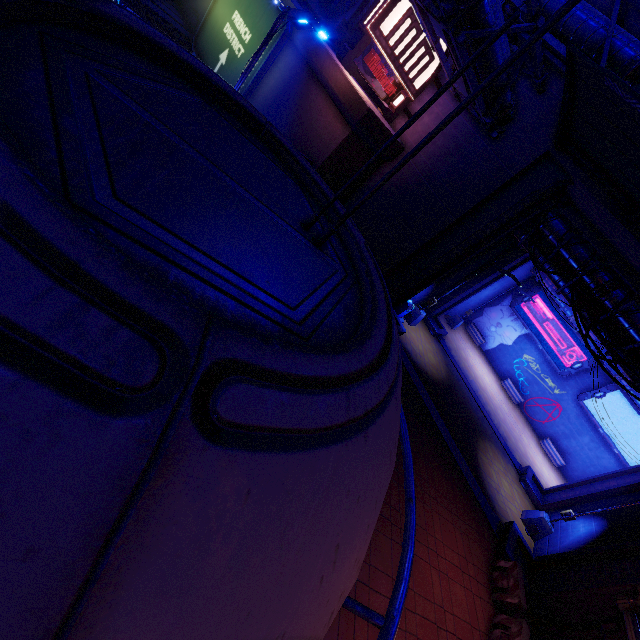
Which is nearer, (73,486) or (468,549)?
(73,486)

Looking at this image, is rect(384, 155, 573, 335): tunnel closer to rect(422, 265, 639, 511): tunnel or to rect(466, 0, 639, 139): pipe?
rect(466, 0, 639, 139): pipe

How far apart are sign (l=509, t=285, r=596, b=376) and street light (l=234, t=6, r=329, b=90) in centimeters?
2788cm

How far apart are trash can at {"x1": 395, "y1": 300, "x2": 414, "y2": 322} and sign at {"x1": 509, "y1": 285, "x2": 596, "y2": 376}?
16.4m

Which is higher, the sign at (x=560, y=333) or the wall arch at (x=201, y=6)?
the sign at (x=560, y=333)

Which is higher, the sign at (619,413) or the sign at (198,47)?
the sign at (619,413)

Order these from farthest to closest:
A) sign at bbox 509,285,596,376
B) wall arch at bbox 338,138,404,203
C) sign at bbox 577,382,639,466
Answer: sign at bbox 509,285,596,376 → sign at bbox 577,382,639,466 → wall arch at bbox 338,138,404,203

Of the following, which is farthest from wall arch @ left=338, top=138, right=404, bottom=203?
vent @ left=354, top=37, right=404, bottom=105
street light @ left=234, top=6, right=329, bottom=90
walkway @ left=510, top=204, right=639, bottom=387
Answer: walkway @ left=510, top=204, right=639, bottom=387
